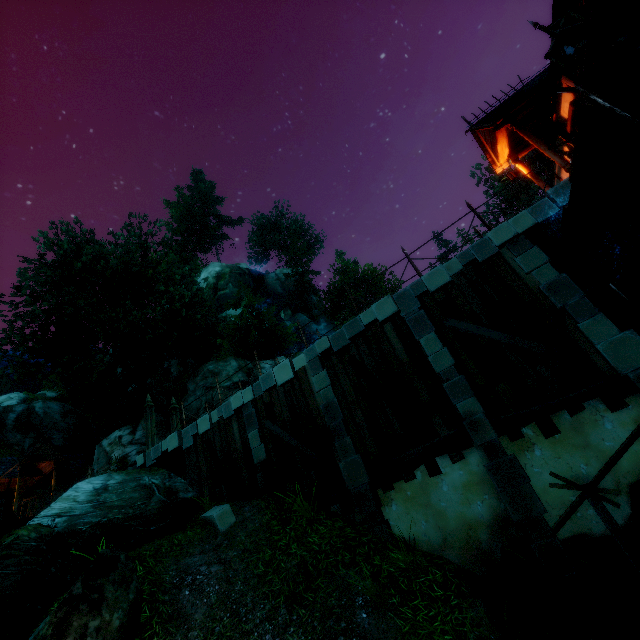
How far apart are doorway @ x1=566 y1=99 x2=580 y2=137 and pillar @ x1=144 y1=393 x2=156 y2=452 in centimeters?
1911cm

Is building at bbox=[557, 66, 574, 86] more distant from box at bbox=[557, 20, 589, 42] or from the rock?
the rock

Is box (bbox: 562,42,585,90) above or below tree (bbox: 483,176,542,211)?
below

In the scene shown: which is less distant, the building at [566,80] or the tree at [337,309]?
the building at [566,80]

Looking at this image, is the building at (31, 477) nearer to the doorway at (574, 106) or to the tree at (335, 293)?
the tree at (335, 293)

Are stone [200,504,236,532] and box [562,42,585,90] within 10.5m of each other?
no

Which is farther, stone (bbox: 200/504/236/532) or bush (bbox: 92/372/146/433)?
bush (bbox: 92/372/146/433)

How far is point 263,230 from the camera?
52.9m
